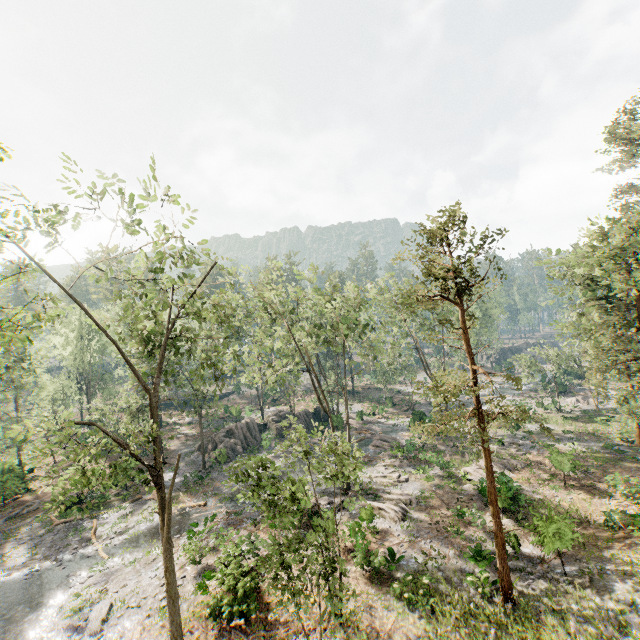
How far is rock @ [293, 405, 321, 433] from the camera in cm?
4342

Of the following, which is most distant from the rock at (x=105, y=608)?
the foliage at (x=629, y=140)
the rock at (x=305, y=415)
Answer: the rock at (x=305, y=415)

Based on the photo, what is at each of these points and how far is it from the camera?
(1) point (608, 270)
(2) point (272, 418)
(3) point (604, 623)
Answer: (1) foliage, 24.41m
(2) rock, 43.06m
(3) foliage, 12.70m

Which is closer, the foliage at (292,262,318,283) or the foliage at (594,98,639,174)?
the foliage at (292,262,318,283)

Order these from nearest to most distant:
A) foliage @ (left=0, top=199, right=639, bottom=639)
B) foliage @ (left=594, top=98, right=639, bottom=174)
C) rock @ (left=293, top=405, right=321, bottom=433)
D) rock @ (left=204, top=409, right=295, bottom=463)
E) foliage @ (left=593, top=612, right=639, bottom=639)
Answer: foliage @ (left=593, top=612, right=639, bottom=639) → foliage @ (left=0, top=199, right=639, bottom=639) → foliage @ (left=594, top=98, right=639, bottom=174) → rock @ (left=204, top=409, right=295, bottom=463) → rock @ (left=293, top=405, right=321, bottom=433)

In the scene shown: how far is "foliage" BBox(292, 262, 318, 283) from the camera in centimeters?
2528cm
